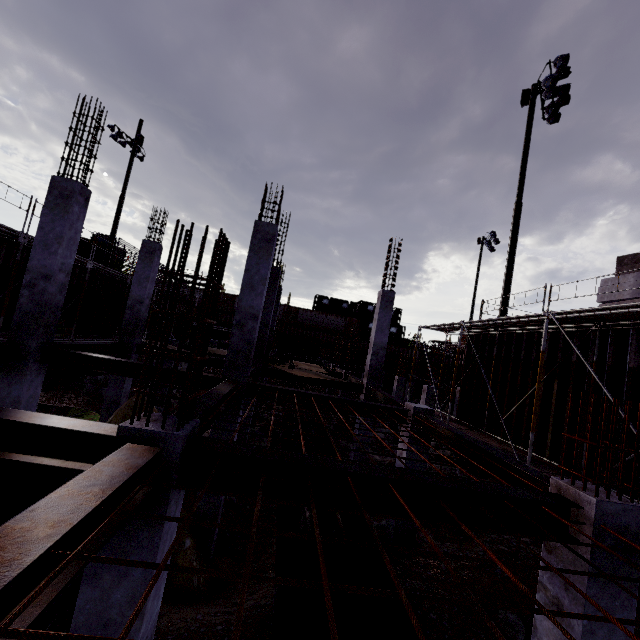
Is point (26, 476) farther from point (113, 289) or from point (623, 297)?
point (113, 289)

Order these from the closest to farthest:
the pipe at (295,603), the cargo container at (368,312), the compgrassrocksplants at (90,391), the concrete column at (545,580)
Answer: the concrete column at (545,580)
the pipe at (295,603)
the compgrassrocksplants at (90,391)
the cargo container at (368,312)

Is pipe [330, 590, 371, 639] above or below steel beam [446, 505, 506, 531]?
below

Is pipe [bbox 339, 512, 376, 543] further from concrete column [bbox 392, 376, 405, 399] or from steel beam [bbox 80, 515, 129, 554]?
concrete column [bbox 392, 376, 405, 399]

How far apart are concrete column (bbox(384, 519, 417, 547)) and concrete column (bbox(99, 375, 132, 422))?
10.35m

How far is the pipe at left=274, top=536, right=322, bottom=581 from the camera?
4.8m

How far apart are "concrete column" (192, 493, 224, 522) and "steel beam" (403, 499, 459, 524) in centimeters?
453cm

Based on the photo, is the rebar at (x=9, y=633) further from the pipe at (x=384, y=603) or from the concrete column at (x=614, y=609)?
the pipe at (x=384, y=603)
